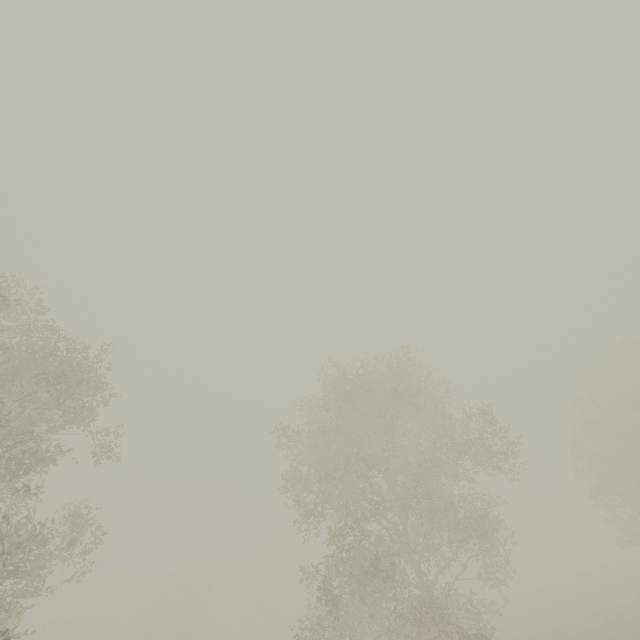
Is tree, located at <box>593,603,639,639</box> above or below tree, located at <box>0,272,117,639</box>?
below

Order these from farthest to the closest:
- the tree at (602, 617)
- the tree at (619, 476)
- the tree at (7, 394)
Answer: the tree at (602, 617) → the tree at (619, 476) → the tree at (7, 394)

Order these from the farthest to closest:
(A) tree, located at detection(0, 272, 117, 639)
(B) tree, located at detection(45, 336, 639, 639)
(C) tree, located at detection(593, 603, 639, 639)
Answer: (C) tree, located at detection(593, 603, 639, 639), (B) tree, located at detection(45, 336, 639, 639), (A) tree, located at detection(0, 272, 117, 639)

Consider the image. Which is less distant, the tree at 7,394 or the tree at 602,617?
the tree at 7,394

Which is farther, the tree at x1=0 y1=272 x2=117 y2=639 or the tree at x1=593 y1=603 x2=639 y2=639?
the tree at x1=593 y1=603 x2=639 y2=639

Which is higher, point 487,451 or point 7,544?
point 487,451
